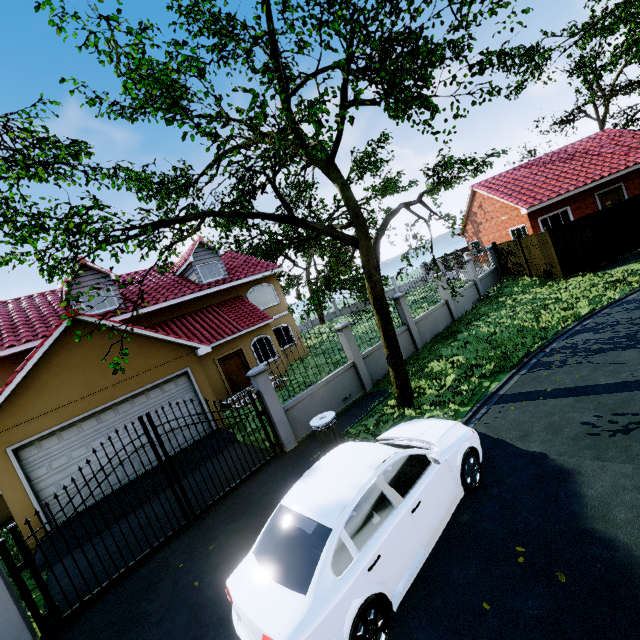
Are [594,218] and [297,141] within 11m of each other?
no

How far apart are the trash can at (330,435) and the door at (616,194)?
23.0m

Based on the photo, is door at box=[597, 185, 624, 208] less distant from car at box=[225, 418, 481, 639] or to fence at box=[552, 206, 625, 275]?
fence at box=[552, 206, 625, 275]

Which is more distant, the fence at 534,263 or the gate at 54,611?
the fence at 534,263

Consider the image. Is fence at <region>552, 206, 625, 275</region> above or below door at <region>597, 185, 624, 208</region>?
below

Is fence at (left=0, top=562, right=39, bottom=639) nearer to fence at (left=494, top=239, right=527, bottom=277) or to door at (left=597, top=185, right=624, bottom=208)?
fence at (left=494, top=239, right=527, bottom=277)

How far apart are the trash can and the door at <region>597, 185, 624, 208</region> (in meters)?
22.99

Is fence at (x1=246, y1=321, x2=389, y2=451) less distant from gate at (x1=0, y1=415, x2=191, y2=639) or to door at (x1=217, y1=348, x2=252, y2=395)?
gate at (x1=0, y1=415, x2=191, y2=639)
